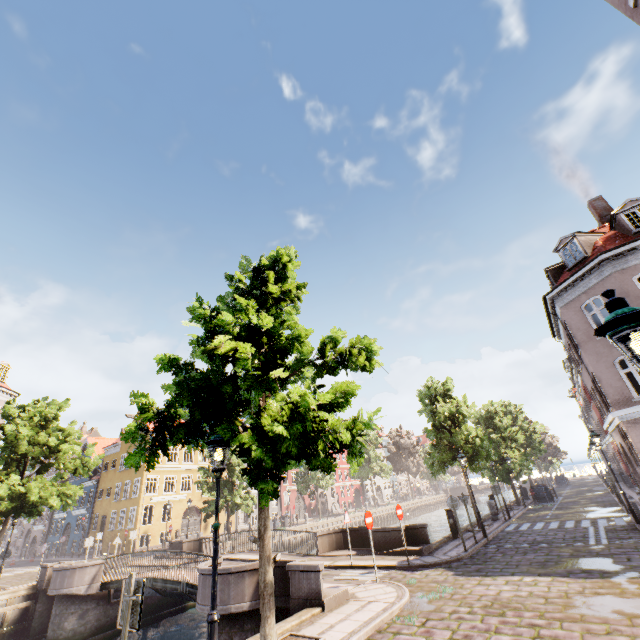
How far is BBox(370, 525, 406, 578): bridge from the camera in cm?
1209

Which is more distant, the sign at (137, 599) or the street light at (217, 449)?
the street light at (217, 449)

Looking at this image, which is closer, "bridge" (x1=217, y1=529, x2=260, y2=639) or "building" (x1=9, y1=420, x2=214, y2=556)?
"bridge" (x1=217, y1=529, x2=260, y2=639)

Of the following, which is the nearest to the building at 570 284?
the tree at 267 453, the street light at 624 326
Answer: the street light at 624 326

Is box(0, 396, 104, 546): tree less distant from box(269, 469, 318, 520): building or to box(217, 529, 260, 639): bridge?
box(217, 529, 260, 639): bridge

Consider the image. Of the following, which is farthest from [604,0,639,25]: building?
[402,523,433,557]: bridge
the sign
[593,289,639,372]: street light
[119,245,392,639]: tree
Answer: [402,523,433,557]: bridge

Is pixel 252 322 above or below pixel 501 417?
below

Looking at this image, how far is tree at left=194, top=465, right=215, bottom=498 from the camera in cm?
2863
